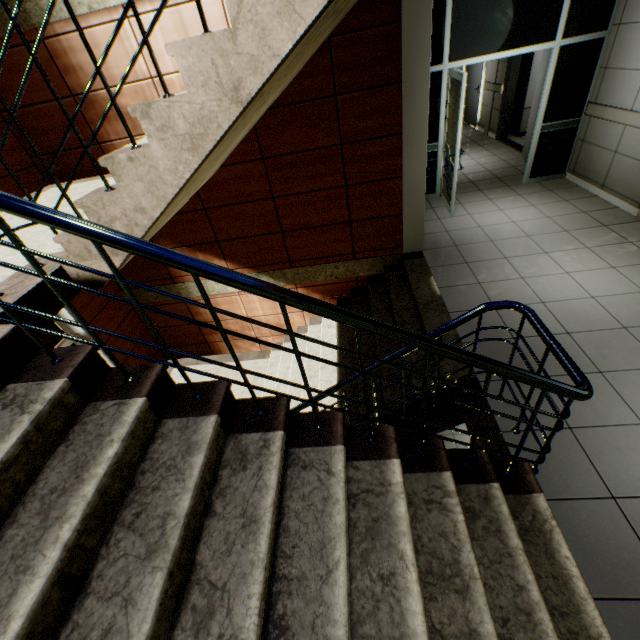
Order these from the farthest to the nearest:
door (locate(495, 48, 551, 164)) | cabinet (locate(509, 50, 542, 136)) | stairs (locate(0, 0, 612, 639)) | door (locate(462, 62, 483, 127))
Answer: door (locate(462, 62, 483, 127))
cabinet (locate(509, 50, 542, 136))
door (locate(495, 48, 551, 164))
stairs (locate(0, 0, 612, 639))

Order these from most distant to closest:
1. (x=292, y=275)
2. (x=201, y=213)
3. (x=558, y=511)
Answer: (x=292, y=275)
(x=201, y=213)
(x=558, y=511)

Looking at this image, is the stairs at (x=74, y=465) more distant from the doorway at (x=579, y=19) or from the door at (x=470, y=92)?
the door at (x=470, y=92)

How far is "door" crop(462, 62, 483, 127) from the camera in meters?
9.0

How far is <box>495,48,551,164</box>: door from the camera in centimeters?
593cm

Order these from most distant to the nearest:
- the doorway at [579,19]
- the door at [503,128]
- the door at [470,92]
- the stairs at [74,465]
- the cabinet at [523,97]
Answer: the door at [470,92]
the cabinet at [523,97]
the door at [503,128]
the doorway at [579,19]
the stairs at [74,465]

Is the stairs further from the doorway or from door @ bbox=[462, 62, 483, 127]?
door @ bbox=[462, 62, 483, 127]

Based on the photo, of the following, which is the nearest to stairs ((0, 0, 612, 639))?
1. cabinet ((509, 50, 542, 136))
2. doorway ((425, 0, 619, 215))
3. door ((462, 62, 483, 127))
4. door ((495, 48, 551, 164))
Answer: doorway ((425, 0, 619, 215))
